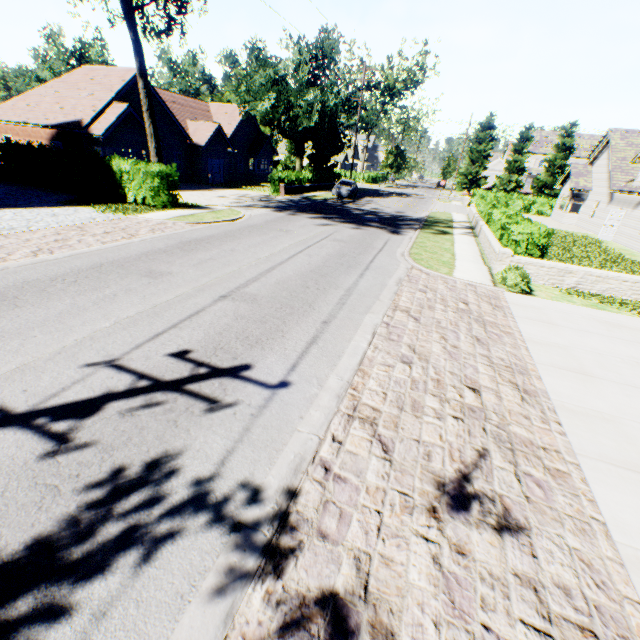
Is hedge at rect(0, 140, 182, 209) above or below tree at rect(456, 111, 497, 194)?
below

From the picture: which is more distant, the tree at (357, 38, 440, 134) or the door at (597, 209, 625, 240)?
the tree at (357, 38, 440, 134)

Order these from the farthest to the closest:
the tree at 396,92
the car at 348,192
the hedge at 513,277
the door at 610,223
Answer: the tree at 396,92 < the car at 348,192 < the door at 610,223 < the hedge at 513,277

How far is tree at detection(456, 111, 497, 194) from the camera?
49.8 meters

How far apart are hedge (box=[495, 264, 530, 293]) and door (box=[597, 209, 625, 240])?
18.65m

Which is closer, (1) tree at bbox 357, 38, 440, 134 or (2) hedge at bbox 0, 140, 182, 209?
(2) hedge at bbox 0, 140, 182, 209

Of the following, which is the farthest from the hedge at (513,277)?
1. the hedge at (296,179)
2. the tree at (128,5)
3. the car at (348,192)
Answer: Answer: the hedge at (296,179)

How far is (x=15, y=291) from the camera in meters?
7.0 m
